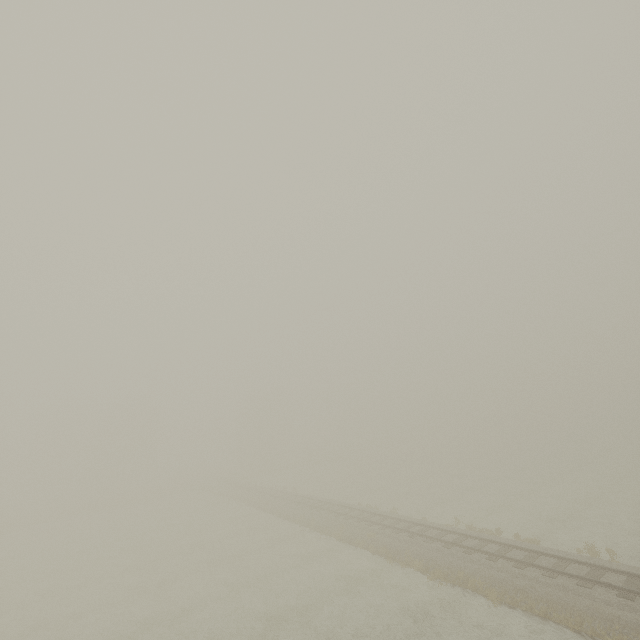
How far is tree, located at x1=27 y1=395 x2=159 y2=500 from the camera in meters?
52.5 m

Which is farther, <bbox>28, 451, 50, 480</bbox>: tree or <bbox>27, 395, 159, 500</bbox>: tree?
<bbox>28, 451, 50, 480</bbox>: tree

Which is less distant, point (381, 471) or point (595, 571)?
point (595, 571)

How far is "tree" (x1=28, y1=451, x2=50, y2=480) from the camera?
58.2 meters

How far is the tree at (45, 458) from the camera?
58.2m

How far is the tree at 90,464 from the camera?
52.5m
